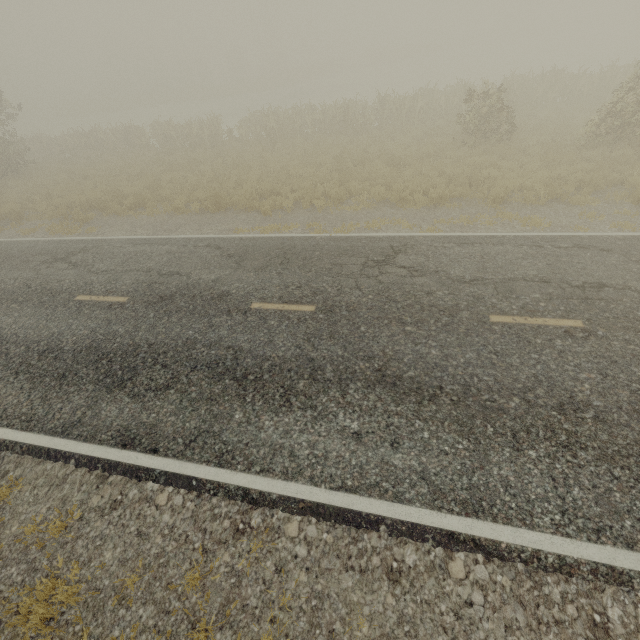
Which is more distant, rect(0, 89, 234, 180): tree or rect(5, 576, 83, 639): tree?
rect(0, 89, 234, 180): tree

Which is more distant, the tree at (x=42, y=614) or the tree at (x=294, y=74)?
the tree at (x=294, y=74)

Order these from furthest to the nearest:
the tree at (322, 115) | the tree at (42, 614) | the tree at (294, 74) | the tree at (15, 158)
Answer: the tree at (294, 74), the tree at (15, 158), the tree at (322, 115), the tree at (42, 614)

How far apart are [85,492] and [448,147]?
16.83m

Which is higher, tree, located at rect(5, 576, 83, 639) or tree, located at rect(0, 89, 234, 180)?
tree, located at rect(0, 89, 234, 180)
